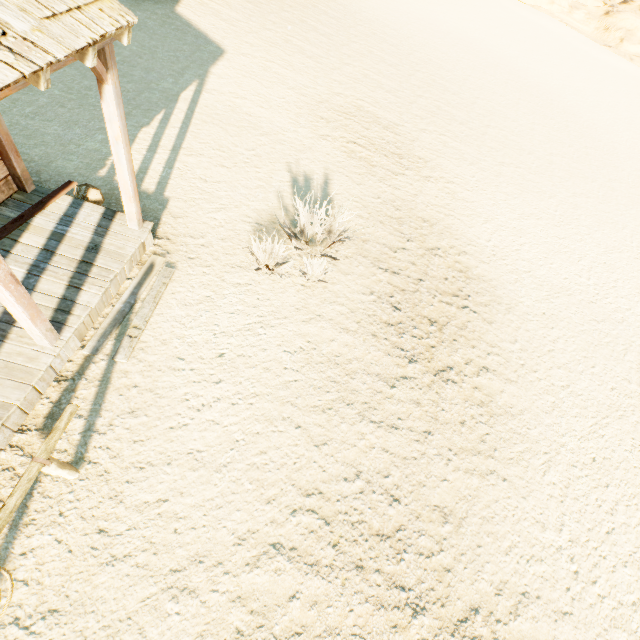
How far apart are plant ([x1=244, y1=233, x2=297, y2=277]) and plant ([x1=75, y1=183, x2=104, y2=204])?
2.9 meters

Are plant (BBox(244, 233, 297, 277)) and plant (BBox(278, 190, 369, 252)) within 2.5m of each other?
yes

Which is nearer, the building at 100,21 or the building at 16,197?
the building at 100,21

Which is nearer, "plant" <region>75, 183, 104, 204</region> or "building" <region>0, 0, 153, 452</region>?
"building" <region>0, 0, 153, 452</region>

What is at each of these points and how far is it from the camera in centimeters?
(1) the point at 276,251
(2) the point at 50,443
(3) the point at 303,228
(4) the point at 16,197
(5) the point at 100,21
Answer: (1) plant, 645cm
(2) hitch post, 311cm
(3) plant, 711cm
(4) building, 520cm
(5) building, 309cm

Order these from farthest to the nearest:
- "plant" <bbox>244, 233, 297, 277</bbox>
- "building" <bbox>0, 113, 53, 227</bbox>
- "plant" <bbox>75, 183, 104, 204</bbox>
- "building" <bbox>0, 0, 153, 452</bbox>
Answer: "plant" <bbox>244, 233, 297, 277</bbox>
"plant" <bbox>75, 183, 104, 204</bbox>
"building" <bbox>0, 113, 53, 227</bbox>
"building" <bbox>0, 0, 153, 452</bbox>

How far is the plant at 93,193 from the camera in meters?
5.6

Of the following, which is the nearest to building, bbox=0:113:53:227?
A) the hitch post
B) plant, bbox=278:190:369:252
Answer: the hitch post
